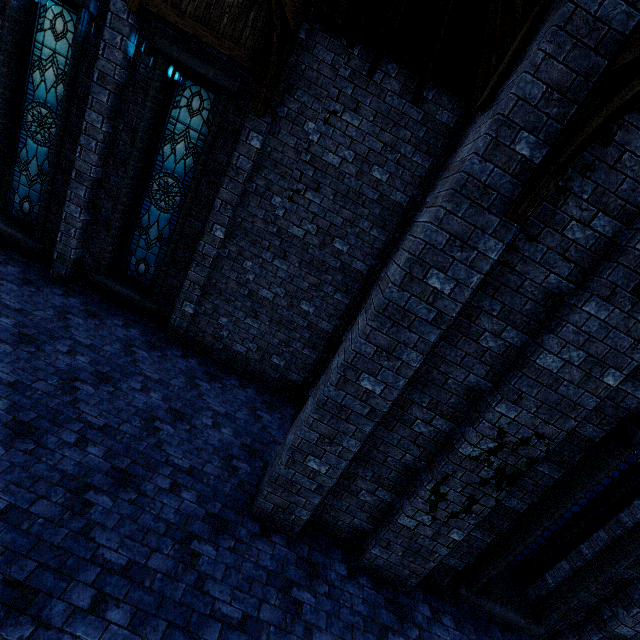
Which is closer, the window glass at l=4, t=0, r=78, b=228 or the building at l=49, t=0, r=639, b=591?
the building at l=49, t=0, r=639, b=591

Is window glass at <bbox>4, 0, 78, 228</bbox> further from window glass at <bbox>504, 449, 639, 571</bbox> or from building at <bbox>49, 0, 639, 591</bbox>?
window glass at <bbox>504, 449, 639, 571</bbox>

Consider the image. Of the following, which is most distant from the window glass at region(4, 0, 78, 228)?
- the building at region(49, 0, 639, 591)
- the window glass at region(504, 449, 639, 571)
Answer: the window glass at region(504, 449, 639, 571)

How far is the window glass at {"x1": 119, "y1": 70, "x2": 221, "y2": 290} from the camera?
6.6m

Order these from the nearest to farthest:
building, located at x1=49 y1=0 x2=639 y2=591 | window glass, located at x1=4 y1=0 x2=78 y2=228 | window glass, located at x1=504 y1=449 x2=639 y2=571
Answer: building, located at x1=49 y1=0 x2=639 y2=591 → window glass, located at x1=504 y1=449 x2=639 y2=571 → window glass, located at x1=4 y1=0 x2=78 y2=228

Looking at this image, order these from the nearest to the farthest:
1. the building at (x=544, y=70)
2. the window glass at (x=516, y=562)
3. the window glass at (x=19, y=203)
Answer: the building at (x=544, y=70)
the window glass at (x=516, y=562)
the window glass at (x=19, y=203)

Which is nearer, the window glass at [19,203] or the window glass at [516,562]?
the window glass at [516,562]

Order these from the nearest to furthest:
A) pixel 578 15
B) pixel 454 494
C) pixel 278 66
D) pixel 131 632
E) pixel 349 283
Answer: pixel 578 15
pixel 131 632
pixel 454 494
pixel 278 66
pixel 349 283
